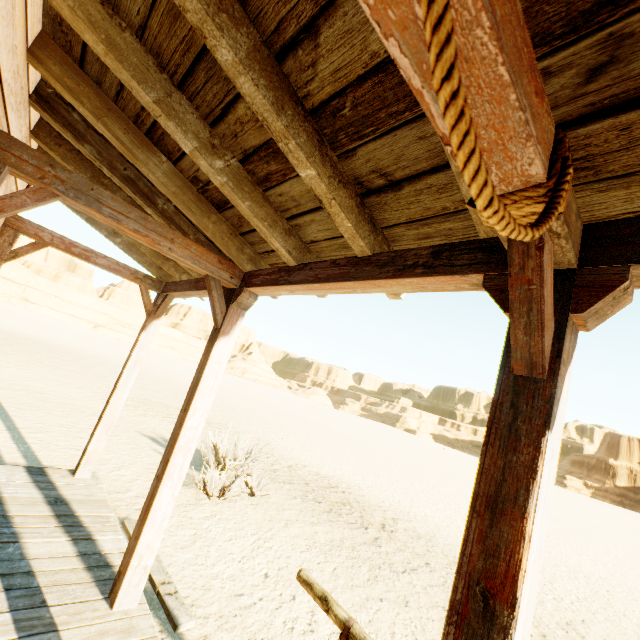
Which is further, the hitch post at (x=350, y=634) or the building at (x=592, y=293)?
the hitch post at (x=350, y=634)

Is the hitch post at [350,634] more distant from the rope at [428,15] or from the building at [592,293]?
the rope at [428,15]

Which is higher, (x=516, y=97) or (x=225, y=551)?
(x=516, y=97)

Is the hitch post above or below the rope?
below

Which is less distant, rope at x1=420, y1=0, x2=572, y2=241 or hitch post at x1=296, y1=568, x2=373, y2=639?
rope at x1=420, y1=0, x2=572, y2=241

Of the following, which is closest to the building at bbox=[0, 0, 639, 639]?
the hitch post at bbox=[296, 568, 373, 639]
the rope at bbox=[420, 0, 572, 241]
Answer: the rope at bbox=[420, 0, 572, 241]

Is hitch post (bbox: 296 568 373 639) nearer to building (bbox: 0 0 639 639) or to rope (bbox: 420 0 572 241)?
building (bbox: 0 0 639 639)

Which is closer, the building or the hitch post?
the building
